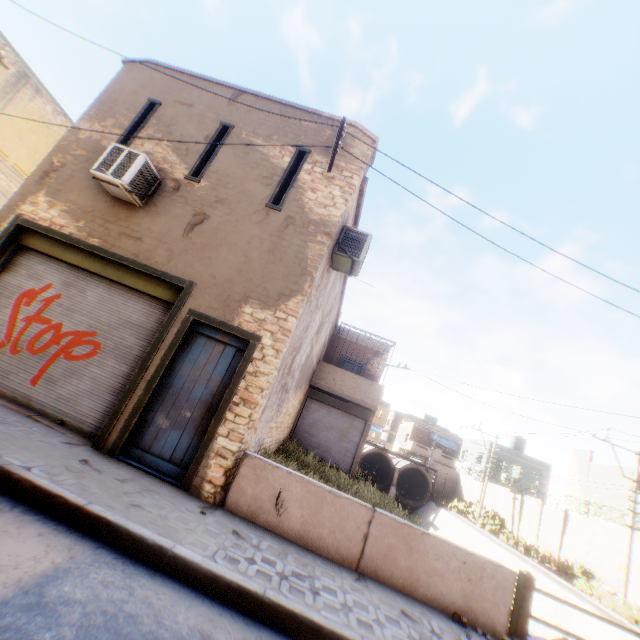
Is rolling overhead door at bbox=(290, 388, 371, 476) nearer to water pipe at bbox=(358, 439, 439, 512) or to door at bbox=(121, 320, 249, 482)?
door at bbox=(121, 320, 249, 482)

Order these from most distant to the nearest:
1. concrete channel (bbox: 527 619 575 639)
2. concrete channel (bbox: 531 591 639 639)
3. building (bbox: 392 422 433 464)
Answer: building (bbox: 392 422 433 464) → concrete channel (bbox: 527 619 575 639) → concrete channel (bbox: 531 591 639 639)

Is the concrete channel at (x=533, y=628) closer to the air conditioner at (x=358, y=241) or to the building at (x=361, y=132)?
the building at (x=361, y=132)

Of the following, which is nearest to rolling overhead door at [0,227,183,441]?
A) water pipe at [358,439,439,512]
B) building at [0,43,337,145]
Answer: building at [0,43,337,145]

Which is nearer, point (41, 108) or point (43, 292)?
point (43, 292)

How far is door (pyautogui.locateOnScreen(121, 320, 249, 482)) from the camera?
5.57m

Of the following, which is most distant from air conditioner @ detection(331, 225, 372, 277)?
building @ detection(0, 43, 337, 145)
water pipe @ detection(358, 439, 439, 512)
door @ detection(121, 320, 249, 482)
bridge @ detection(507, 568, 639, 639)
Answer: water pipe @ detection(358, 439, 439, 512)

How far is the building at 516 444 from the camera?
35.16m
